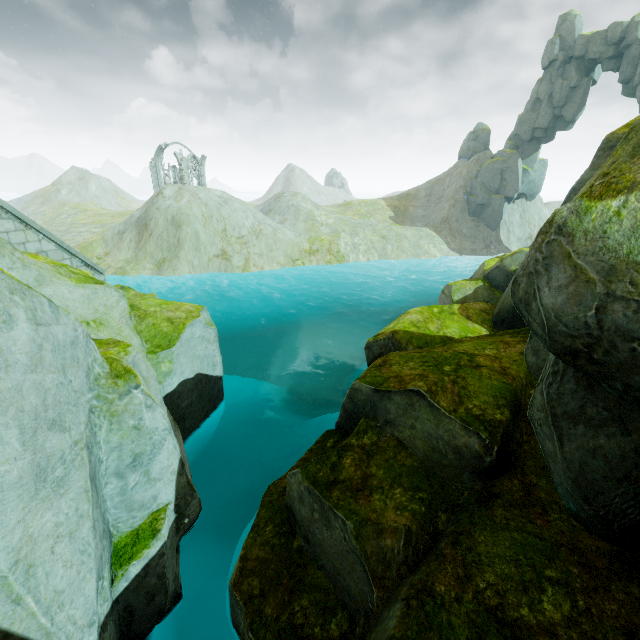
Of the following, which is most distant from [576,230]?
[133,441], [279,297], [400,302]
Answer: [400,302]

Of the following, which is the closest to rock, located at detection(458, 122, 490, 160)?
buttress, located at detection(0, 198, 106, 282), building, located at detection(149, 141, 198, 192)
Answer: buttress, located at detection(0, 198, 106, 282)

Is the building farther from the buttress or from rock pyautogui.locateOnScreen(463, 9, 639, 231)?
the buttress

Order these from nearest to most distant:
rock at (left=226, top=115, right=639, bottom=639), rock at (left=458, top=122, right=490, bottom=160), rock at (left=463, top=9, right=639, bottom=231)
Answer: rock at (left=226, top=115, right=639, bottom=639)
rock at (left=463, top=9, right=639, bottom=231)
rock at (left=458, top=122, right=490, bottom=160)

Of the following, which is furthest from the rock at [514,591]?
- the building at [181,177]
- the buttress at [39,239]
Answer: the building at [181,177]

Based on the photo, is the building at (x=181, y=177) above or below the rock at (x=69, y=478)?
above

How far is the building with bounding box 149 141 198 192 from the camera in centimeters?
5638cm

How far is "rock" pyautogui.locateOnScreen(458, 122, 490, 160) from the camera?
52.88m
